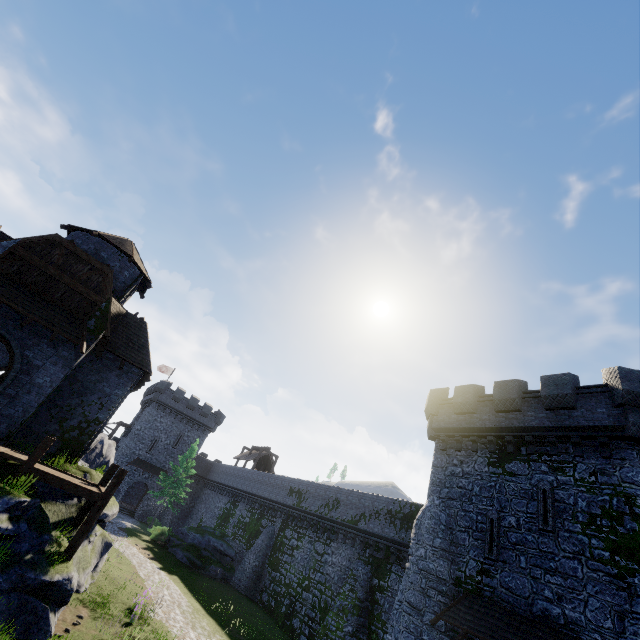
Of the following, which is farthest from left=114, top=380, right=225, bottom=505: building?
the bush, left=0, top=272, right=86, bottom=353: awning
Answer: left=0, top=272, right=86, bottom=353: awning

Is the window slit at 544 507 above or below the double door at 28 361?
above

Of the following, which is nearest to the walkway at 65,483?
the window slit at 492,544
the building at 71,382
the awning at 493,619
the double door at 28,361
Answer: the building at 71,382

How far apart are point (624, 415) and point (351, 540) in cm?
1993

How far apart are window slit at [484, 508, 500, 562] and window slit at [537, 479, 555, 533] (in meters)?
1.56

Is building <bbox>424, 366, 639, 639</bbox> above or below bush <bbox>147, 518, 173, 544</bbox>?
above

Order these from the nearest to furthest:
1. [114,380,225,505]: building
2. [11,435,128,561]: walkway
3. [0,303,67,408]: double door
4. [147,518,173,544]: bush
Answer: [11,435,128,561]: walkway → [0,303,67,408]: double door → [147,518,173,544]: bush → [114,380,225,505]: building

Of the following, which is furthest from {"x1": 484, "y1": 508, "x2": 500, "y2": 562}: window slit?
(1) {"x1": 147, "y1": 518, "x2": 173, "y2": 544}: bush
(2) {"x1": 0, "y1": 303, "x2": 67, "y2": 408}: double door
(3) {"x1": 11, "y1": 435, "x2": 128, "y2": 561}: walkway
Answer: (1) {"x1": 147, "y1": 518, "x2": 173, "y2": 544}: bush
